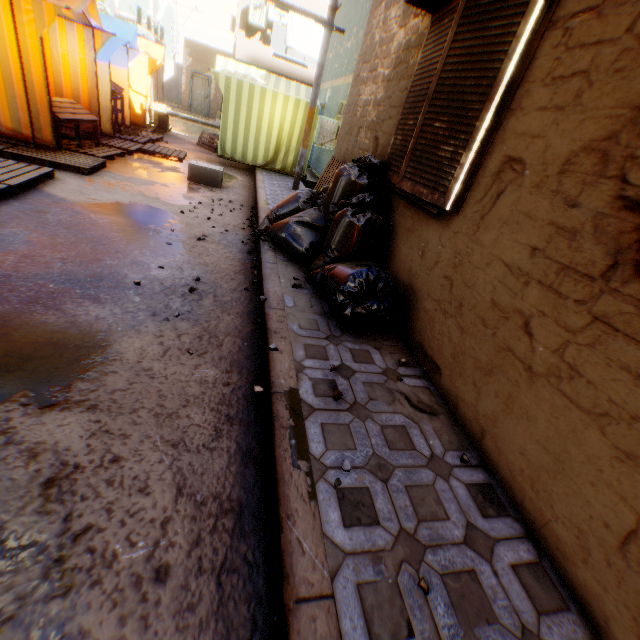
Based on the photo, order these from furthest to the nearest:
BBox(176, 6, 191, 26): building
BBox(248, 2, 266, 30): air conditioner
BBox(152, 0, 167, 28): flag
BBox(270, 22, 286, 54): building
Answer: BBox(176, 6, 191, 26): building → BBox(270, 22, 286, 54): building → BBox(248, 2, 266, 30): air conditioner → BBox(152, 0, 167, 28): flag

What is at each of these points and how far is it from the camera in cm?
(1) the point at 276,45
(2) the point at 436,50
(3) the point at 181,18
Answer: (1) building, 2570
(2) shutter, 304
(3) building, 3881

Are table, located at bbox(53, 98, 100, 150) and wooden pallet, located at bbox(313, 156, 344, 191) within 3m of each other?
no

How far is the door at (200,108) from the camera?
22.5m

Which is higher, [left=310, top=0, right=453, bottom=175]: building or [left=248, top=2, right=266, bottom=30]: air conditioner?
[left=248, top=2, right=266, bottom=30]: air conditioner

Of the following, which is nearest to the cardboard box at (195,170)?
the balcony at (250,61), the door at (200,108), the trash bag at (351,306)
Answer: the trash bag at (351,306)

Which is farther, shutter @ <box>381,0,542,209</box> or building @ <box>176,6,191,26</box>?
building @ <box>176,6,191,26</box>

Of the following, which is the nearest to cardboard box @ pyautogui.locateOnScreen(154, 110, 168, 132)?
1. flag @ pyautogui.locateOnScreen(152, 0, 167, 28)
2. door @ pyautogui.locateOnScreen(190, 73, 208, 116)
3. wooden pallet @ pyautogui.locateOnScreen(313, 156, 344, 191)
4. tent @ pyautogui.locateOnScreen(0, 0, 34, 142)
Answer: tent @ pyautogui.locateOnScreen(0, 0, 34, 142)
